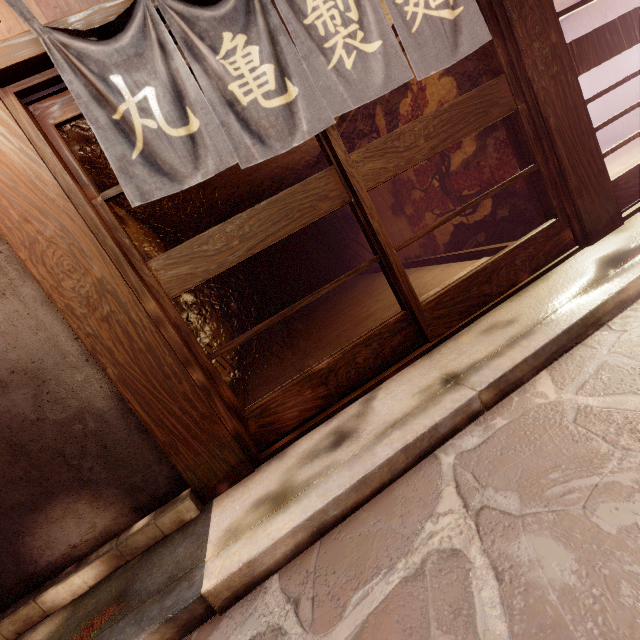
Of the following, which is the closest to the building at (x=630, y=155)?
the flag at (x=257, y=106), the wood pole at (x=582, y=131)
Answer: the wood pole at (x=582, y=131)

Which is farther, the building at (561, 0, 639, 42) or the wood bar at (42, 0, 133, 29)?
the building at (561, 0, 639, 42)

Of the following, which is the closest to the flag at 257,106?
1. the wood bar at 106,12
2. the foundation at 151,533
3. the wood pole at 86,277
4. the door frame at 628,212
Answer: the wood bar at 106,12

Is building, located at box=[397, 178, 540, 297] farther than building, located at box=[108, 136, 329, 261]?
No

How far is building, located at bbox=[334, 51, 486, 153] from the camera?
6.0m

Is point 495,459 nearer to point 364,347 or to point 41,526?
point 364,347

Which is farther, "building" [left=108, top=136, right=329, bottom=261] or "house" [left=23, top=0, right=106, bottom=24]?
"building" [left=108, top=136, right=329, bottom=261]
